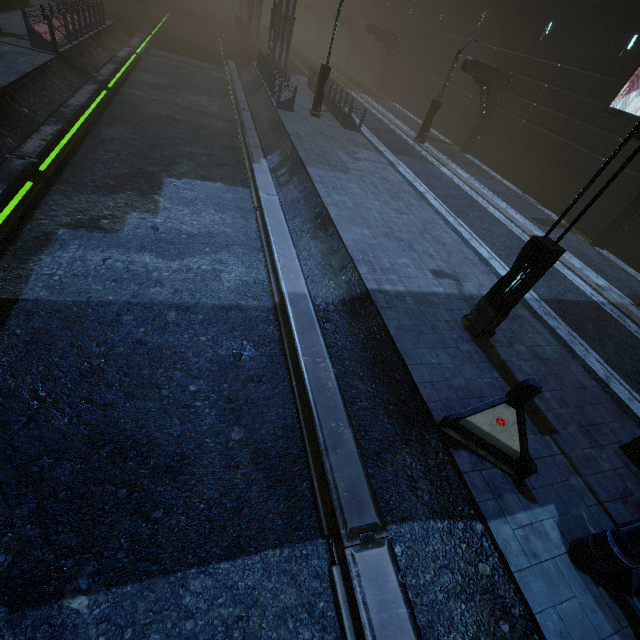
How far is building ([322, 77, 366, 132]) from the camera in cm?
1864

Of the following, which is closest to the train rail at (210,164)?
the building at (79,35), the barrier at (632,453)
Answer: the building at (79,35)

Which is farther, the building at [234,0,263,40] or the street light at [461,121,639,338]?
the building at [234,0,263,40]

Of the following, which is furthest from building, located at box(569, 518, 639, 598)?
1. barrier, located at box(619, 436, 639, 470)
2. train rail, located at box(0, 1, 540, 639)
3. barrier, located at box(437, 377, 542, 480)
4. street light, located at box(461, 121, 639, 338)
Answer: street light, located at box(461, 121, 639, 338)

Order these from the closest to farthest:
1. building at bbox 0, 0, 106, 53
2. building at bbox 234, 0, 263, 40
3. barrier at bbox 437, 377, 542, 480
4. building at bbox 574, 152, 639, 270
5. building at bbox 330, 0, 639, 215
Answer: barrier at bbox 437, 377, 542, 480 < building at bbox 0, 0, 106, 53 < building at bbox 574, 152, 639, 270 < building at bbox 330, 0, 639, 215 < building at bbox 234, 0, 263, 40

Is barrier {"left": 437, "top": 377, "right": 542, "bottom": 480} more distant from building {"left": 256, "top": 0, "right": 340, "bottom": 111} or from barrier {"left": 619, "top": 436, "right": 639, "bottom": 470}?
barrier {"left": 619, "top": 436, "right": 639, "bottom": 470}

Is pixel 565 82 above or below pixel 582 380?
above

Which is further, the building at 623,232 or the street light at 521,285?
the building at 623,232
